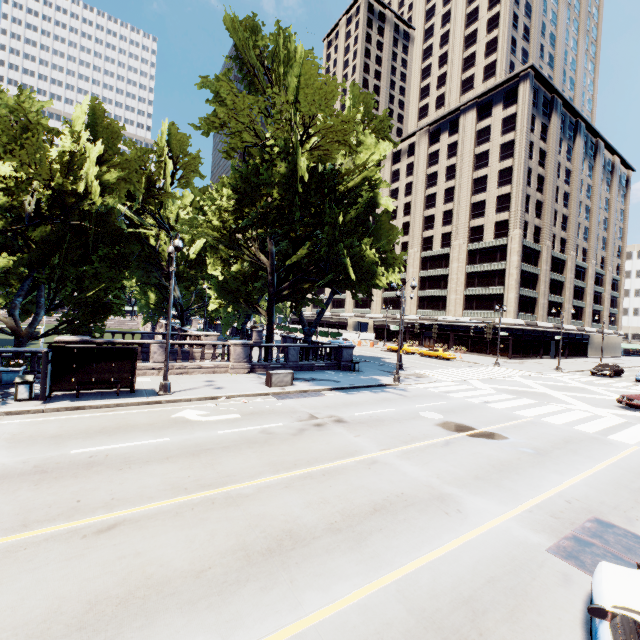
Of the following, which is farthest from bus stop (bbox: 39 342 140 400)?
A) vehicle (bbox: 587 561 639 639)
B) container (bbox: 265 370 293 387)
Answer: vehicle (bbox: 587 561 639 639)

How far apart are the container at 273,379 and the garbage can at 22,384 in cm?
1020

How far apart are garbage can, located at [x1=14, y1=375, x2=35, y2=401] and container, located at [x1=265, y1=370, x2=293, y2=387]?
10.2m

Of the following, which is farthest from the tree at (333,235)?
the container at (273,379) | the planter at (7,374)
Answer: the container at (273,379)

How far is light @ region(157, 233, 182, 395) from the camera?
14.5m

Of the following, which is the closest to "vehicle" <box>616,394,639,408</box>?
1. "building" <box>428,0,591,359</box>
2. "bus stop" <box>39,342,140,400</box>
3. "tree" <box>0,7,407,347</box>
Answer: "tree" <box>0,7,407,347</box>

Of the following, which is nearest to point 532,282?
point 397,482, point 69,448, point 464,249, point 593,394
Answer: point 464,249

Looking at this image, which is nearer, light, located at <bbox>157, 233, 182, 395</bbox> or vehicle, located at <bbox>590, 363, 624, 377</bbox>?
light, located at <bbox>157, 233, 182, 395</bbox>
